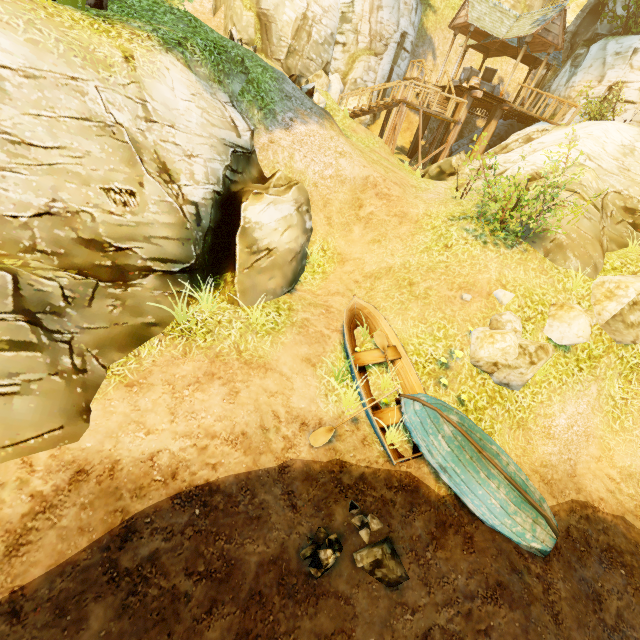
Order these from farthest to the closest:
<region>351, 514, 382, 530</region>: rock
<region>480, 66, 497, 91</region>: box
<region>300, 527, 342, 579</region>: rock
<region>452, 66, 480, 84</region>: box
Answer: <region>480, 66, 497, 91</region>: box < <region>452, 66, 480, 84</region>: box < <region>351, 514, 382, 530</region>: rock < <region>300, 527, 342, 579</region>: rock

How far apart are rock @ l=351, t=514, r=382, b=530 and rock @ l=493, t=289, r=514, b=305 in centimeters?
611cm

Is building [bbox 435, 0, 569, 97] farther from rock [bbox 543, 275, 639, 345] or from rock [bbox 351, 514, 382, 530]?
rock [bbox 351, 514, 382, 530]

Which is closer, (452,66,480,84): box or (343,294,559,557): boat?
(343,294,559,557): boat

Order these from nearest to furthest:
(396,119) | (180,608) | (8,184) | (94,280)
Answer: (180,608)
(8,184)
(94,280)
(396,119)

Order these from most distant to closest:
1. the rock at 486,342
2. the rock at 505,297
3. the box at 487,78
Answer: the box at 487,78 < the rock at 505,297 < the rock at 486,342

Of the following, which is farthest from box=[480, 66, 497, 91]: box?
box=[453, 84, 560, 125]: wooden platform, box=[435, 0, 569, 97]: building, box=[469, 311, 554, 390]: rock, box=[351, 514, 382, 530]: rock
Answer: box=[351, 514, 382, 530]: rock

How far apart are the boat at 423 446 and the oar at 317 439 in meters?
0.0
